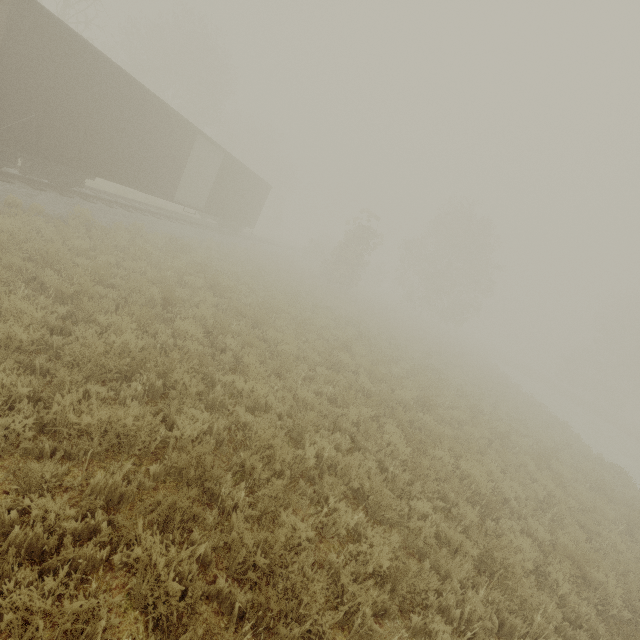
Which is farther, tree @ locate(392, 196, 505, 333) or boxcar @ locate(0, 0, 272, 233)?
tree @ locate(392, 196, 505, 333)

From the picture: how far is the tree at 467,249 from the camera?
35.09m

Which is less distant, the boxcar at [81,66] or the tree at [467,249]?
the boxcar at [81,66]

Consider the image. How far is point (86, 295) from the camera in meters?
5.9

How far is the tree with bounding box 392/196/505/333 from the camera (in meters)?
35.09
